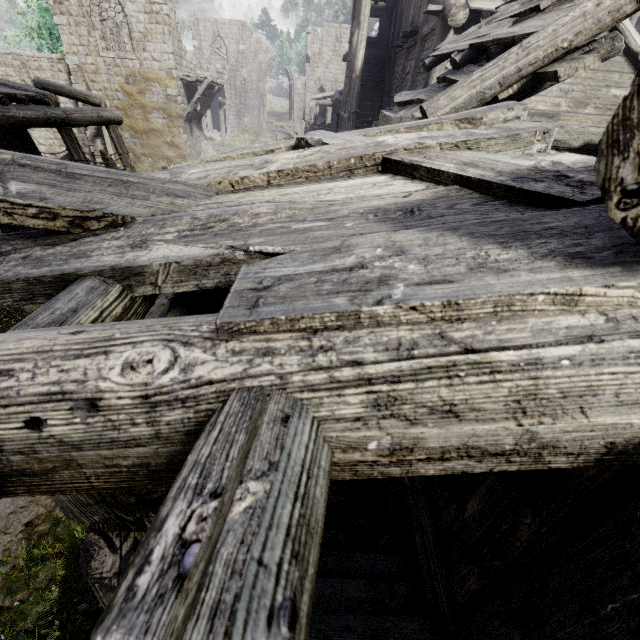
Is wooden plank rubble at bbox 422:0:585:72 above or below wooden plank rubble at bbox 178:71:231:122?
Answer: above

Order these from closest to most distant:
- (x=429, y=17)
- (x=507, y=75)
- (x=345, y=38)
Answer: (x=507, y=75) < (x=429, y=17) < (x=345, y=38)

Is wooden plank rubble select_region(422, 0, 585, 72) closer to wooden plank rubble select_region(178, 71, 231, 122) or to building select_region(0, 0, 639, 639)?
building select_region(0, 0, 639, 639)

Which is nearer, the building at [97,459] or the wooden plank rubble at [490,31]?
the building at [97,459]

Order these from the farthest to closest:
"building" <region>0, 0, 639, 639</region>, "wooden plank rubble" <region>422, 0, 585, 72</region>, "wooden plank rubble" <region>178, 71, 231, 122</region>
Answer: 1. "wooden plank rubble" <region>178, 71, 231, 122</region>
2. "wooden plank rubble" <region>422, 0, 585, 72</region>
3. "building" <region>0, 0, 639, 639</region>

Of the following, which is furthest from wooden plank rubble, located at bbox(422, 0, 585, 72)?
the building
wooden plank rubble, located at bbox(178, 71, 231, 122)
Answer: wooden plank rubble, located at bbox(178, 71, 231, 122)

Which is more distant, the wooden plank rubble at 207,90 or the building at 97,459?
the wooden plank rubble at 207,90
